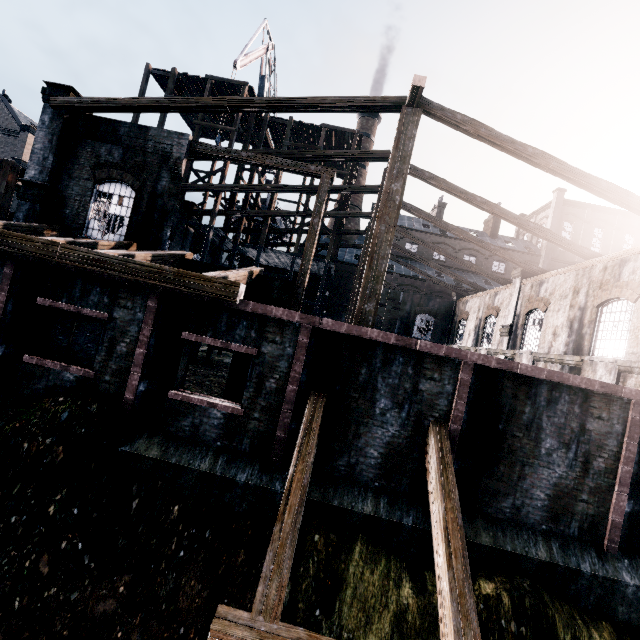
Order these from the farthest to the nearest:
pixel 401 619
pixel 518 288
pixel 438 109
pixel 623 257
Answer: pixel 518 288, pixel 623 257, pixel 438 109, pixel 401 619

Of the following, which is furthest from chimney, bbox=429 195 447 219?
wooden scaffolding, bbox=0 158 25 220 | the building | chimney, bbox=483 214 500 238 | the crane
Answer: wooden scaffolding, bbox=0 158 25 220

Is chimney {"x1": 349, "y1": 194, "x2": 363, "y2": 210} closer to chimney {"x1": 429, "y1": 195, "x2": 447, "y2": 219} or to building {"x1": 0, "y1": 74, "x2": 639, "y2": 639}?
building {"x1": 0, "y1": 74, "x2": 639, "y2": 639}

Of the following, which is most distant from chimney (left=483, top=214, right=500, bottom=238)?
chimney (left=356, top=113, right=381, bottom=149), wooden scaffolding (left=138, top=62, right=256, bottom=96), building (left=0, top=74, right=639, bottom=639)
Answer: wooden scaffolding (left=138, top=62, right=256, bottom=96)

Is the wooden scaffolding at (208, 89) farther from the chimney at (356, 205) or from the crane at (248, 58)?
the chimney at (356, 205)

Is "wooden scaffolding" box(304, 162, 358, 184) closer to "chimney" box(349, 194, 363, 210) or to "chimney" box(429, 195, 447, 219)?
"chimney" box(349, 194, 363, 210)

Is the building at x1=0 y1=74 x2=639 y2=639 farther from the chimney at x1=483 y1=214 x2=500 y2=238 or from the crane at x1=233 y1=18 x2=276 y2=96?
the crane at x1=233 y1=18 x2=276 y2=96

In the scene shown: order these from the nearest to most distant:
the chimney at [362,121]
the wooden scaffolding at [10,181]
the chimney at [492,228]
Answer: the wooden scaffolding at [10,181], the chimney at [492,228], the chimney at [362,121]
